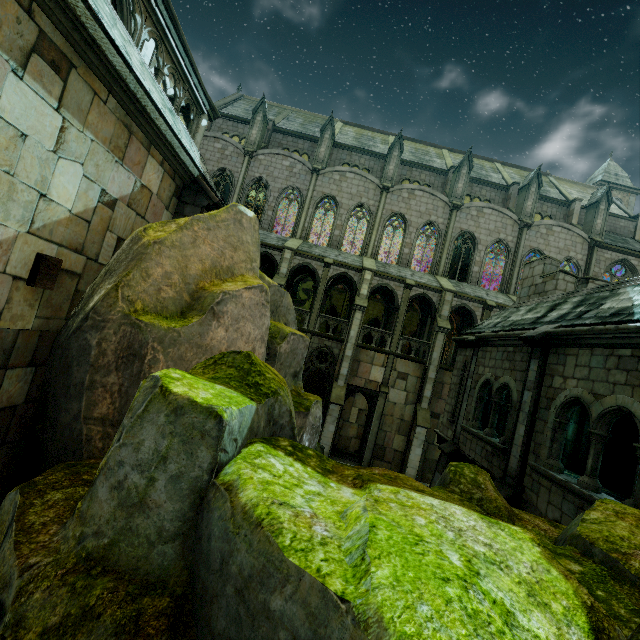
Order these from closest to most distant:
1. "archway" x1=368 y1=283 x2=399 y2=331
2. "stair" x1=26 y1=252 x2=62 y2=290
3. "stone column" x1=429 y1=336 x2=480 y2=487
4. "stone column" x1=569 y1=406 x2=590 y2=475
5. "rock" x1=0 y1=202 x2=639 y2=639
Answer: "rock" x1=0 y1=202 x2=639 y2=639 → "stair" x1=26 y1=252 x2=62 y2=290 → "stone column" x1=429 y1=336 x2=480 y2=487 → "stone column" x1=569 y1=406 x2=590 y2=475 → "archway" x1=368 y1=283 x2=399 y2=331

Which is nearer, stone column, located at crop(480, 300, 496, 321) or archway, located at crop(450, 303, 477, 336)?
stone column, located at crop(480, 300, 496, 321)

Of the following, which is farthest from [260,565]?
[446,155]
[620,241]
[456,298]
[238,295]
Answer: [446,155]

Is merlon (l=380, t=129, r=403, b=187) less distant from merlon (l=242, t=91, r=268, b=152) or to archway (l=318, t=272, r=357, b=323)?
archway (l=318, t=272, r=357, b=323)

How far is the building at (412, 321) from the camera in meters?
26.4

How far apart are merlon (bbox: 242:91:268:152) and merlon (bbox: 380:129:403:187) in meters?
10.6 m

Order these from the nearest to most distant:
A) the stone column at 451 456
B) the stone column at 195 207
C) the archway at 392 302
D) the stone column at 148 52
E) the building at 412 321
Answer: the stone column at 195 207
the stone column at 148 52
the stone column at 451 456
the archway at 392 302
the building at 412 321

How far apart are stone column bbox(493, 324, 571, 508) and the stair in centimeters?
1050cm
